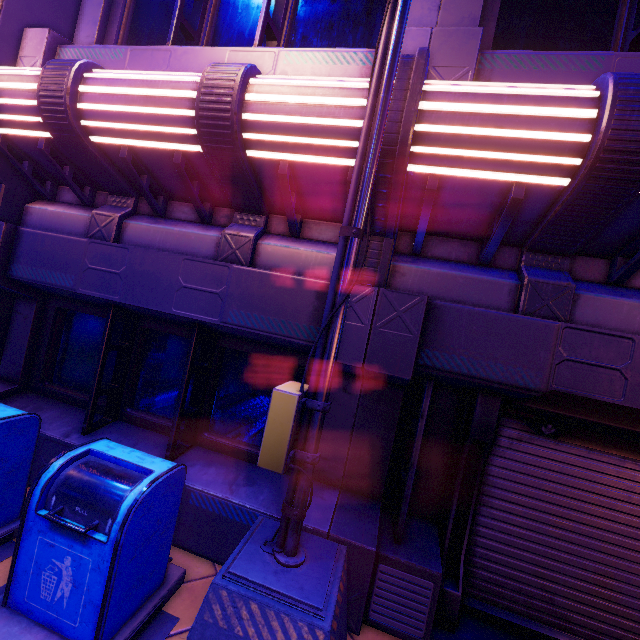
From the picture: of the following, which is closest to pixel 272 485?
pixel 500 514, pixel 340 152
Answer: pixel 500 514
